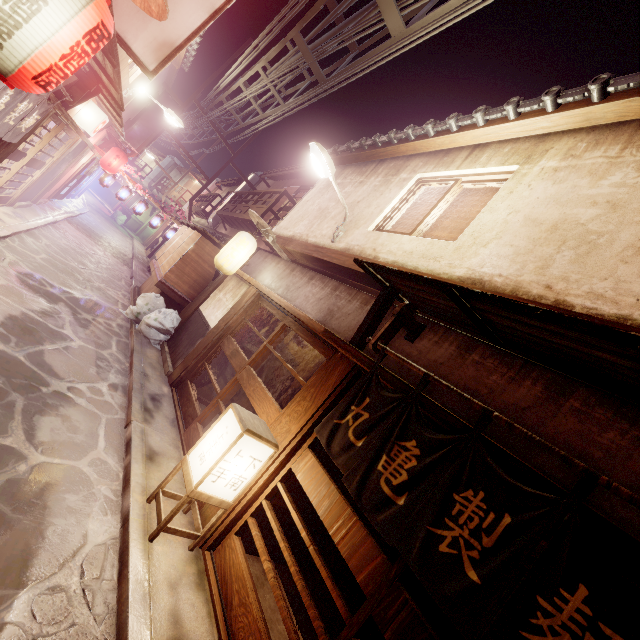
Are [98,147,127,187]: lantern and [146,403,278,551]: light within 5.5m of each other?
no

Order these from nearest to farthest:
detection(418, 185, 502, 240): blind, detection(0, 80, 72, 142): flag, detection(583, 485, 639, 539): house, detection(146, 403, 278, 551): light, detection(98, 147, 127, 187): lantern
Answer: detection(583, 485, 639, 539): house < detection(146, 403, 278, 551): light < detection(0, 80, 72, 142): flag < detection(418, 185, 502, 240): blind < detection(98, 147, 127, 187): lantern

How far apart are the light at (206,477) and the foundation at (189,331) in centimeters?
702cm

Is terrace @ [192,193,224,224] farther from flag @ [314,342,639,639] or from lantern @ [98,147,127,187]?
flag @ [314,342,639,639]

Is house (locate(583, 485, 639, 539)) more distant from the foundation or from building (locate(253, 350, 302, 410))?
the foundation

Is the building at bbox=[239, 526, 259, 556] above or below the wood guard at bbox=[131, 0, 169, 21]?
below

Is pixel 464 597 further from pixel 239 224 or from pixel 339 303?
pixel 239 224

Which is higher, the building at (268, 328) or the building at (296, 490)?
the building at (268, 328)
